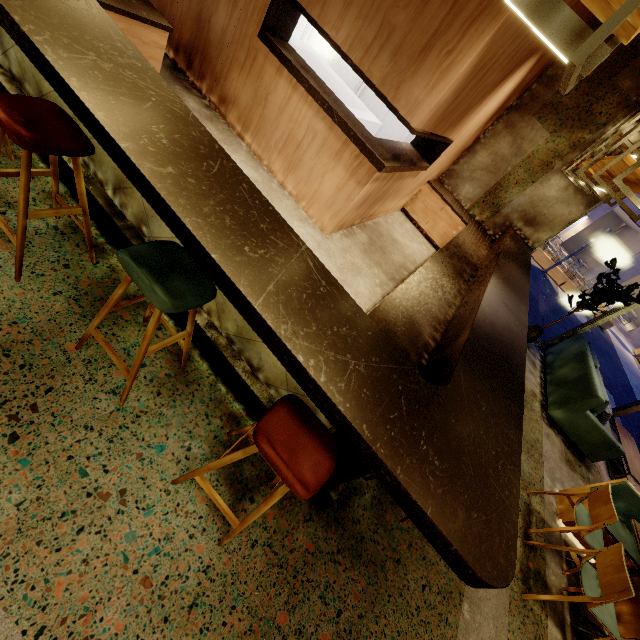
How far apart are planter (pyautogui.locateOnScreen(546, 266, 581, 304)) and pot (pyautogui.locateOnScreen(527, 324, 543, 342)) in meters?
11.4 m

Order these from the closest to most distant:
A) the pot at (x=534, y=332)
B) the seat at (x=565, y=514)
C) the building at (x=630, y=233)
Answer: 1. the seat at (x=565, y=514)
2. the pot at (x=534, y=332)
3. the building at (x=630, y=233)

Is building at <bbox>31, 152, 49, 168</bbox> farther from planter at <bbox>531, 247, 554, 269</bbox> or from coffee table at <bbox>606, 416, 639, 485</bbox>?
planter at <bbox>531, 247, 554, 269</bbox>

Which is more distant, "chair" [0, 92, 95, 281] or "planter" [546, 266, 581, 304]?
"planter" [546, 266, 581, 304]

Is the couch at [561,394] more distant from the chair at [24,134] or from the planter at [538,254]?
the planter at [538,254]

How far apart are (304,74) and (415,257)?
3.4 meters

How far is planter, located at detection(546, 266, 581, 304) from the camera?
15.5 meters

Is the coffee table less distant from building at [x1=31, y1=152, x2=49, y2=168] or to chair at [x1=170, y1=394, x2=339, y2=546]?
building at [x1=31, y1=152, x2=49, y2=168]
